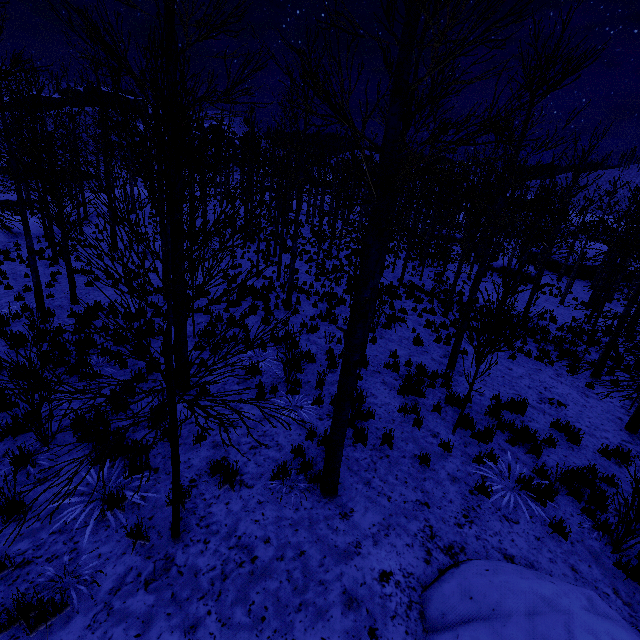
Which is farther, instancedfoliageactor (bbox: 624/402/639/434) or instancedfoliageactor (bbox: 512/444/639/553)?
instancedfoliageactor (bbox: 624/402/639/434)

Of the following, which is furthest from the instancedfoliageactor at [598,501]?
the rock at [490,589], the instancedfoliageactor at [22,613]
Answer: the rock at [490,589]

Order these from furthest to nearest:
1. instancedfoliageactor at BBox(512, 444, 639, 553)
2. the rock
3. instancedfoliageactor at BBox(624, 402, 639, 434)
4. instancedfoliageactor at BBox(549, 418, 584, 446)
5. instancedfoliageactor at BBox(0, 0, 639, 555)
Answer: instancedfoliageactor at BBox(624, 402, 639, 434)
instancedfoliageactor at BBox(549, 418, 584, 446)
instancedfoliageactor at BBox(512, 444, 639, 553)
the rock
instancedfoliageactor at BBox(0, 0, 639, 555)

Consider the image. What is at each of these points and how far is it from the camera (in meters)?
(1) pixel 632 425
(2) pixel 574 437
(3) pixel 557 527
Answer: (1) instancedfoliageactor, 8.54
(2) instancedfoliageactor, 7.61
(3) instancedfoliageactor, 4.95

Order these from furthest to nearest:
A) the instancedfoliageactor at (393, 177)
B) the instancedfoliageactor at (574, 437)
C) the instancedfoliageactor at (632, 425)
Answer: the instancedfoliageactor at (632, 425), the instancedfoliageactor at (574, 437), the instancedfoliageactor at (393, 177)

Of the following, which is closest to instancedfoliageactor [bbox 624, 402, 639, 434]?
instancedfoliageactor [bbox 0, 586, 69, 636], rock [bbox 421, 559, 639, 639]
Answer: instancedfoliageactor [bbox 0, 586, 69, 636]

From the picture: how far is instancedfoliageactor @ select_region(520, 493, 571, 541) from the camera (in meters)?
4.92
